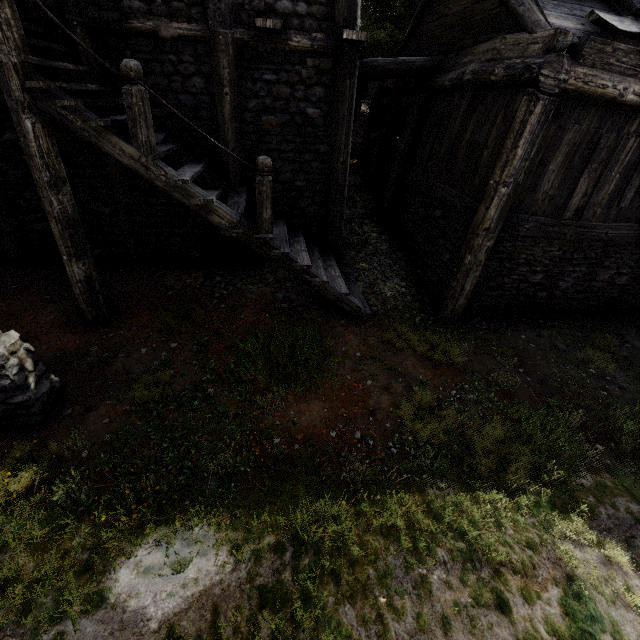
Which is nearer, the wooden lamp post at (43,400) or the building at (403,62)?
the wooden lamp post at (43,400)

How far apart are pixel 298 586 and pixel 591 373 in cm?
705

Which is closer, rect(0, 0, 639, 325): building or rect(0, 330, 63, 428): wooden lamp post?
rect(0, 330, 63, 428): wooden lamp post
